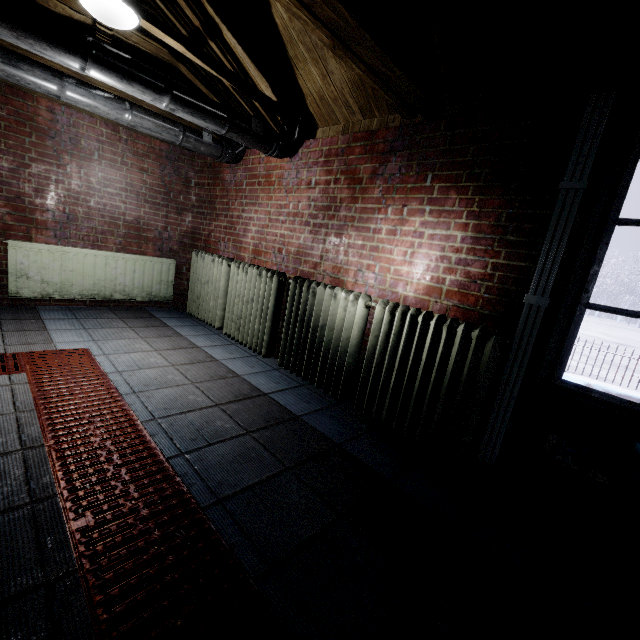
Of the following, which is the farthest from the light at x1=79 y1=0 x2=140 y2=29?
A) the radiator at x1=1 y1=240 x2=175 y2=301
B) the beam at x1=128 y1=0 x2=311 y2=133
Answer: the radiator at x1=1 y1=240 x2=175 y2=301

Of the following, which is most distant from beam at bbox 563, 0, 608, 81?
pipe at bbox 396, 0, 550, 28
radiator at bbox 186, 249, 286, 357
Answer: radiator at bbox 186, 249, 286, 357

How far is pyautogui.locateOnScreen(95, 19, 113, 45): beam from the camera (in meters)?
2.20

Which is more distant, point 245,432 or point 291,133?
point 291,133

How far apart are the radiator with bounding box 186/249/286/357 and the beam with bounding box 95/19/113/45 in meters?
1.3 m

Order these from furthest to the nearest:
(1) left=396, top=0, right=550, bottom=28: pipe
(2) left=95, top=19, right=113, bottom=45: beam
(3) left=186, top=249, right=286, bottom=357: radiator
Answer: (3) left=186, top=249, right=286, bottom=357: radiator, (2) left=95, top=19, right=113, bottom=45: beam, (1) left=396, top=0, right=550, bottom=28: pipe

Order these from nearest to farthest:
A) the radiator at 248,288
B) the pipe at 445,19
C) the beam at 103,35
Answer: the pipe at 445,19 < the beam at 103,35 < the radiator at 248,288

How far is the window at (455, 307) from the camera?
1.63m
